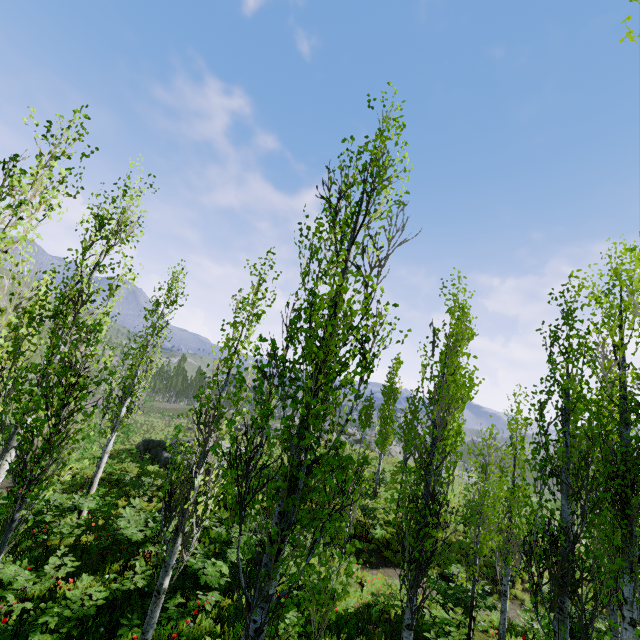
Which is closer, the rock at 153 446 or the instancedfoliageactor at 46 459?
the instancedfoliageactor at 46 459

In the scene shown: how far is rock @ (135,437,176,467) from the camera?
22.34m

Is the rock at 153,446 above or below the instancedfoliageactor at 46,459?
below

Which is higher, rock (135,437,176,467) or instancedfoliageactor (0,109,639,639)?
instancedfoliageactor (0,109,639,639)

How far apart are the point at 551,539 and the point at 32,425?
12.2m

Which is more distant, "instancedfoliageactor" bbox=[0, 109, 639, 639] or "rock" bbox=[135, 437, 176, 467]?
"rock" bbox=[135, 437, 176, 467]
